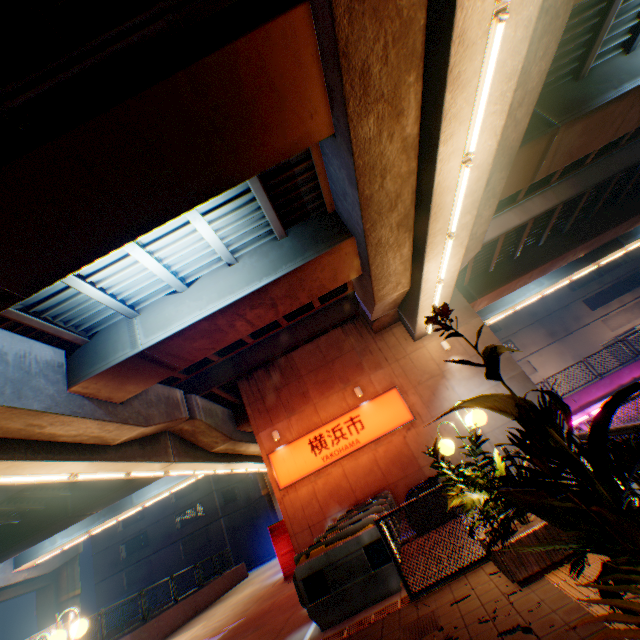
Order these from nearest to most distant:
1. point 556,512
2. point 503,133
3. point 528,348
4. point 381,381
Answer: point 556,512
point 503,133
point 381,381
point 528,348

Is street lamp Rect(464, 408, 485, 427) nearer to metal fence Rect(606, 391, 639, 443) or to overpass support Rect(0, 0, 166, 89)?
metal fence Rect(606, 391, 639, 443)

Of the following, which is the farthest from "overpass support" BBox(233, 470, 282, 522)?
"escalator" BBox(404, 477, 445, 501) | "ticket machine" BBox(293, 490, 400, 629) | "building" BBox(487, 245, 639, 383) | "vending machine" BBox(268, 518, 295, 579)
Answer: "building" BBox(487, 245, 639, 383)

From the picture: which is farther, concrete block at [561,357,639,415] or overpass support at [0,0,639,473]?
concrete block at [561,357,639,415]

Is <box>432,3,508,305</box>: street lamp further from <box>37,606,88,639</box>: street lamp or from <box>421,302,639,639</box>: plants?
<box>37,606,88,639</box>: street lamp

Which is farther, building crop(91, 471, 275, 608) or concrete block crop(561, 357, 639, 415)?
building crop(91, 471, 275, 608)

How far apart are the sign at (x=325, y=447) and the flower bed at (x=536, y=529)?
9.14m

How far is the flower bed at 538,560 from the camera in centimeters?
392cm
